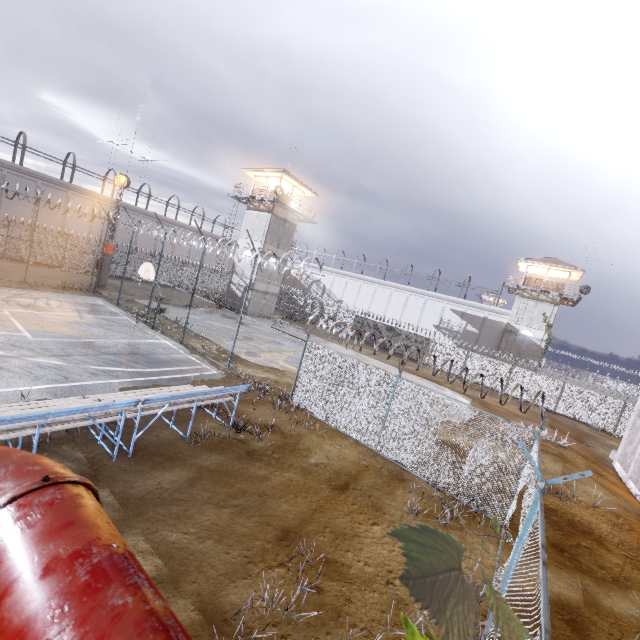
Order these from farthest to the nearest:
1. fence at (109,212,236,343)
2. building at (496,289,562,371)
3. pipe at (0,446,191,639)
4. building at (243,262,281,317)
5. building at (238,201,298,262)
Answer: building at (496,289,562,371), building at (243,262,281,317), building at (238,201,298,262), fence at (109,212,236,343), pipe at (0,446,191,639)

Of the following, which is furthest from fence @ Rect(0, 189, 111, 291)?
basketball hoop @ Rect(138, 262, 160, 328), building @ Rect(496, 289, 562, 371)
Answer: building @ Rect(496, 289, 562, 371)

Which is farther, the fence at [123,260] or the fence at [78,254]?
the fence at [78,254]

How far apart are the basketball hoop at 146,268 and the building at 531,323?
35.4 meters

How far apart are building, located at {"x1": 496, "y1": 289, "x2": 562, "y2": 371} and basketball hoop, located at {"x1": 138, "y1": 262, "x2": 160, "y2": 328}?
35.4 meters

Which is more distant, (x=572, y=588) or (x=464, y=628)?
(x=572, y=588)

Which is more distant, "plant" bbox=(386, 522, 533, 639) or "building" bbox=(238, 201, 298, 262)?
"building" bbox=(238, 201, 298, 262)

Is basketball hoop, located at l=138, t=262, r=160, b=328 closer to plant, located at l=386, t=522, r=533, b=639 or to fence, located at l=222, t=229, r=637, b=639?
fence, located at l=222, t=229, r=637, b=639
